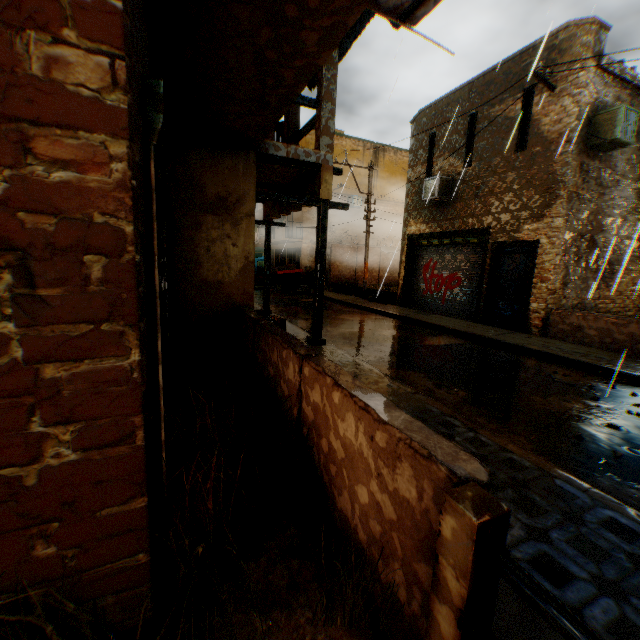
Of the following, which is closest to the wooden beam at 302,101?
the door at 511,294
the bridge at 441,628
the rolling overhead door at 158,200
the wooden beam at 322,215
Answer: the wooden beam at 322,215

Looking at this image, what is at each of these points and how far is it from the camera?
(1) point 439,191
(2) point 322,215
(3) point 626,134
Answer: (1) air conditioner, 12.3m
(2) wooden beam, 6.9m
(3) air conditioner, 8.5m

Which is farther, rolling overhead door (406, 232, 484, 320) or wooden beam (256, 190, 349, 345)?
rolling overhead door (406, 232, 484, 320)

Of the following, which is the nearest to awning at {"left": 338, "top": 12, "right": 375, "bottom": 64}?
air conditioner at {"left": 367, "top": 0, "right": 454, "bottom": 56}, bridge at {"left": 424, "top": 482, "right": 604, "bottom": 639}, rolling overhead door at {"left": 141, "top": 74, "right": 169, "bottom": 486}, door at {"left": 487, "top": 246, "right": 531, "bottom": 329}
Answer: rolling overhead door at {"left": 141, "top": 74, "right": 169, "bottom": 486}

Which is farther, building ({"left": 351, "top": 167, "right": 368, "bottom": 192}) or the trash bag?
building ({"left": 351, "top": 167, "right": 368, "bottom": 192})

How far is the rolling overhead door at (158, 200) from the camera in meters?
1.9

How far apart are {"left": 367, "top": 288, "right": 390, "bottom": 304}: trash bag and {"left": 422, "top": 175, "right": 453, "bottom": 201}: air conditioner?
2.2 meters

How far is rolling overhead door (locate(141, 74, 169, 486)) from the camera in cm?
188
